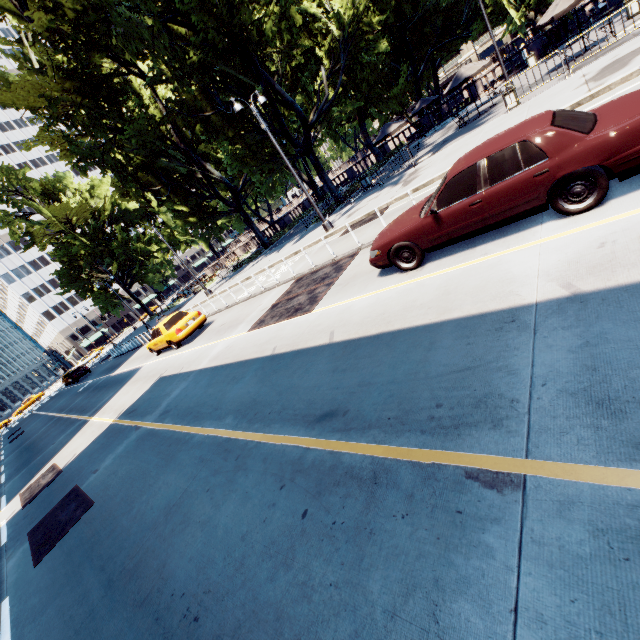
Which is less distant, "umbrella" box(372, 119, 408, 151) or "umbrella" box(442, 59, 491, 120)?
"umbrella" box(442, 59, 491, 120)

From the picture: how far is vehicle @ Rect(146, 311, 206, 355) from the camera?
15.4m

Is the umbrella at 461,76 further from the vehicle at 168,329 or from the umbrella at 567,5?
the vehicle at 168,329

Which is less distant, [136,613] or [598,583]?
[598,583]

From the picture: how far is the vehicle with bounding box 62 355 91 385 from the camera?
37.0 meters

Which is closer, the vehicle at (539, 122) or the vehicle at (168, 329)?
the vehicle at (539, 122)

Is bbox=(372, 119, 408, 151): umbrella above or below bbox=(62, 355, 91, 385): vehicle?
above

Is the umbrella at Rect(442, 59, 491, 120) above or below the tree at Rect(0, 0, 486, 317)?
below
